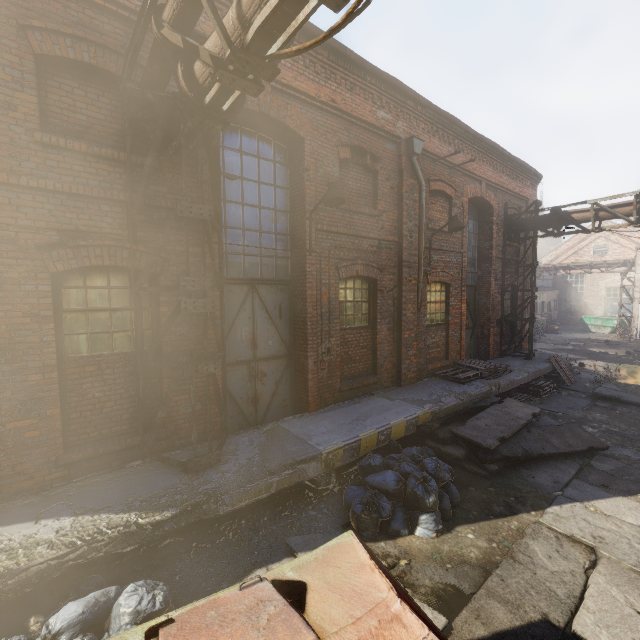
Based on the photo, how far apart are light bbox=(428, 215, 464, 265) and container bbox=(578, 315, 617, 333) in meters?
27.4

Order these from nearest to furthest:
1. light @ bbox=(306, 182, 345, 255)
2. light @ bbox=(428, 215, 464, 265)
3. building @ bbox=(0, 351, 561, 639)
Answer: building @ bbox=(0, 351, 561, 639) → light @ bbox=(306, 182, 345, 255) → light @ bbox=(428, 215, 464, 265)

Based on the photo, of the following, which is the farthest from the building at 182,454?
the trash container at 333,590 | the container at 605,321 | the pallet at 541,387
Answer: the container at 605,321

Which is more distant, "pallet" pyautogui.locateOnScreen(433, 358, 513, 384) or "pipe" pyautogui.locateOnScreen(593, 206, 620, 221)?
"pipe" pyautogui.locateOnScreen(593, 206, 620, 221)

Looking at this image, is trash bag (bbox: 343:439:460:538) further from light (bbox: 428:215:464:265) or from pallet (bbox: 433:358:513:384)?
light (bbox: 428:215:464:265)

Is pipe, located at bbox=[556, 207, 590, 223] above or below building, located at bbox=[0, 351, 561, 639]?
above

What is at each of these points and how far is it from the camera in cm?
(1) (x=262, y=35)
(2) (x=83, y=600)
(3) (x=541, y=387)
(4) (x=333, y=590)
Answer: (1) pipe, 278
(2) trash bag, 305
(3) pallet, 1054
(4) trash container, 198

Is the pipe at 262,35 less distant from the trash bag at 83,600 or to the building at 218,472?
the building at 218,472
